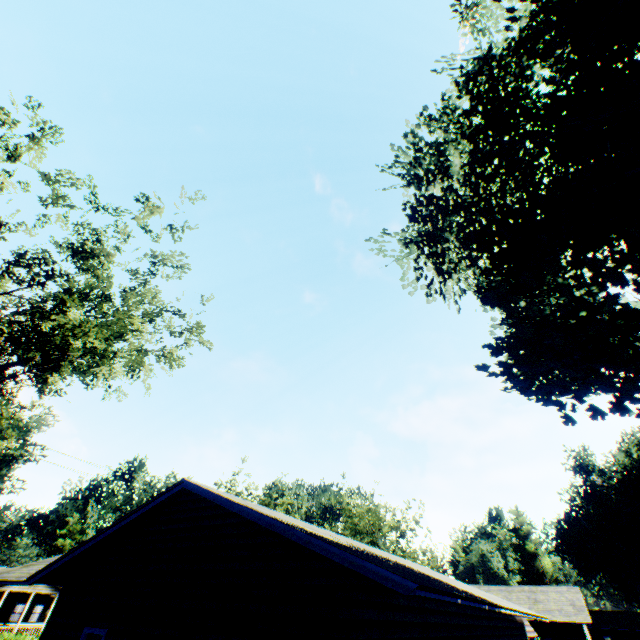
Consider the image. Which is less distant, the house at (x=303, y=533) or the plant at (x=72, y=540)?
the house at (x=303, y=533)

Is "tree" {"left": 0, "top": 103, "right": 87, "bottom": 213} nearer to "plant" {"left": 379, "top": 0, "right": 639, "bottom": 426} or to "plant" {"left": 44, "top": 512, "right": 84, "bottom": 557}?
"plant" {"left": 379, "top": 0, "right": 639, "bottom": 426}

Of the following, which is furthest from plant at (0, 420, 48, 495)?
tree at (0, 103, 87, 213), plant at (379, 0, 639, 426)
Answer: plant at (379, 0, 639, 426)

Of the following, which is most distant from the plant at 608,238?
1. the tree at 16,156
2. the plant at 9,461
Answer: the plant at 9,461

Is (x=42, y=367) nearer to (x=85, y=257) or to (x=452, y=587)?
(x=85, y=257)

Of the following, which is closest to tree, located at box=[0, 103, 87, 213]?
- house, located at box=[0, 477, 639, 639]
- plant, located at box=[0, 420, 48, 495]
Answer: plant, located at box=[0, 420, 48, 495]

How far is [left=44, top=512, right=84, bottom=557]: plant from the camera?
54.2 meters

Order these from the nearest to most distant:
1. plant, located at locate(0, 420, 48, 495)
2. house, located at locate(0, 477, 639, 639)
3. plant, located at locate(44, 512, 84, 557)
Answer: house, located at locate(0, 477, 639, 639) < plant, located at locate(44, 512, 84, 557) < plant, located at locate(0, 420, 48, 495)
